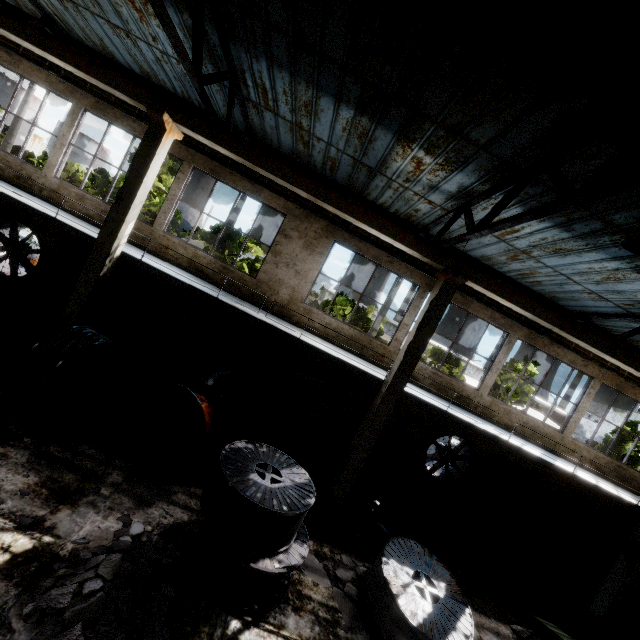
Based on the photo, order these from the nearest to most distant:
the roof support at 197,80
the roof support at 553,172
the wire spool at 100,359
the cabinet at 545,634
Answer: the roof support at 553,172, the roof support at 197,80, the wire spool at 100,359, the cabinet at 545,634

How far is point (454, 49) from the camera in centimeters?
486cm

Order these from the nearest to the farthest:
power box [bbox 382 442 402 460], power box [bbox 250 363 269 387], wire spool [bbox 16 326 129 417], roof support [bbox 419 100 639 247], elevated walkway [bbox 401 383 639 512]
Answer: roof support [bbox 419 100 639 247]
wire spool [bbox 16 326 129 417]
elevated walkway [bbox 401 383 639 512]
power box [bbox 250 363 269 387]
power box [bbox 382 442 402 460]

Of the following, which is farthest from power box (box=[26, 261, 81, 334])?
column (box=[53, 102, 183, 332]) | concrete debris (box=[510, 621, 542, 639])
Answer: concrete debris (box=[510, 621, 542, 639])

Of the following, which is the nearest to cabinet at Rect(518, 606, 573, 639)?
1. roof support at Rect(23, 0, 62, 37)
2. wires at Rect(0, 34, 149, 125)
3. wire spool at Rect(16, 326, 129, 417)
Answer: wires at Rect(0, 34, 149, 125)

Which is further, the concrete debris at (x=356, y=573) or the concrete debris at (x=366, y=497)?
the concrete debris at (x=366, y=497)

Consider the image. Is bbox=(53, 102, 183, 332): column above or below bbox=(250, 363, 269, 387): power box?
above

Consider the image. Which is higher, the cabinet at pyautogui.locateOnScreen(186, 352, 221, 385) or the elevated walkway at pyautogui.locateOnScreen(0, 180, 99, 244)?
the elevated walkway at pyautogui.locateOnScreen(0, 180, 99, 244)
